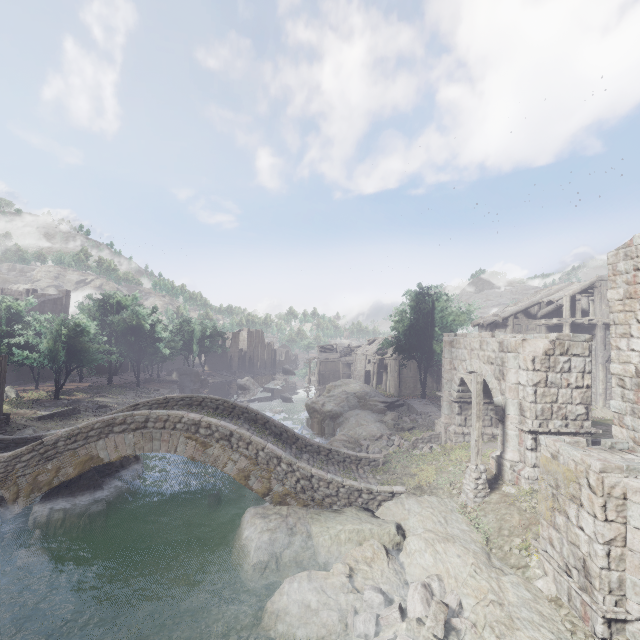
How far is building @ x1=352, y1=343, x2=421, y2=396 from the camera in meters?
42.7

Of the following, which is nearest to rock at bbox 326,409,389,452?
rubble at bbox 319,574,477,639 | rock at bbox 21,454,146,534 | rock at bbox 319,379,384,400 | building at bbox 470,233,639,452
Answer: rubble at bbox 319,574,477,639

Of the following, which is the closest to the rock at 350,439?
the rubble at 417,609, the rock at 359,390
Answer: the rubble at 417,609

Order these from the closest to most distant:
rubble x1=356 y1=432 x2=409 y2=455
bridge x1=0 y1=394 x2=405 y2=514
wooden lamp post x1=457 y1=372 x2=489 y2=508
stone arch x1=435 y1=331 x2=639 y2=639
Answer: stone arch x1=435 y1=331 x2=639 y2=639
wooden lamp post x1=457 y1=372 x2=489 y2=508
bridge x1=0 y1=394 x2=405 y2=514
rubble x1=356 y1=432 x2=409 y2=455

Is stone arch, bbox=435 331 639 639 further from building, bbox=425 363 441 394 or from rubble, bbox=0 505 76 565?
rubble, bbox=0 505 76 565

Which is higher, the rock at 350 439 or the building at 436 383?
the building at 436 383

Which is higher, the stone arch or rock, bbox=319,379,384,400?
the stone arch

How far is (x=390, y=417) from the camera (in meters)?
25.78
